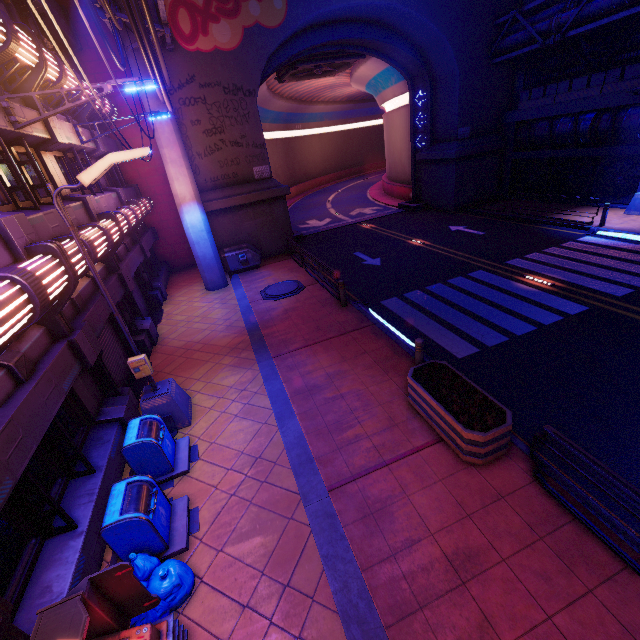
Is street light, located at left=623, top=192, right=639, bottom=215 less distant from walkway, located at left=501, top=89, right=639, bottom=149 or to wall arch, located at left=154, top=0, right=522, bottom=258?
walkway, located at left=501, top=89, right=639, bottom=149

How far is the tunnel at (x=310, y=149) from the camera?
20.9 meters

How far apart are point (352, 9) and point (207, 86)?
9.3m

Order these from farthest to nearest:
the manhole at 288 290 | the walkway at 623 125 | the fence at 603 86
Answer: the walkway at 623 125 → the fence at 603 86 → the manhole at 288 290

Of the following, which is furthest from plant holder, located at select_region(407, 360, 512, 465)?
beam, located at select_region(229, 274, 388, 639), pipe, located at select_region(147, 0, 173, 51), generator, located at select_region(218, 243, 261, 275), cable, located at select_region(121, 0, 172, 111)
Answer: generator, located at select_region(218, 243, 261, 275)

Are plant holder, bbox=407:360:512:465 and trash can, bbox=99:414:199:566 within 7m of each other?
yes

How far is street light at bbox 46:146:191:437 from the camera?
5.7 meters

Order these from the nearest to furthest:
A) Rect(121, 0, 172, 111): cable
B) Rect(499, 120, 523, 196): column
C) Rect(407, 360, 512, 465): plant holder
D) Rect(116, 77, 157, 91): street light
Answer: Rect(407, 360, 512, 465): plant holder, Rect(116, 77, 157, 91): street light, Rect(121, 0, 172, 111): cable, Rect(499, 120, 523, 196): column
